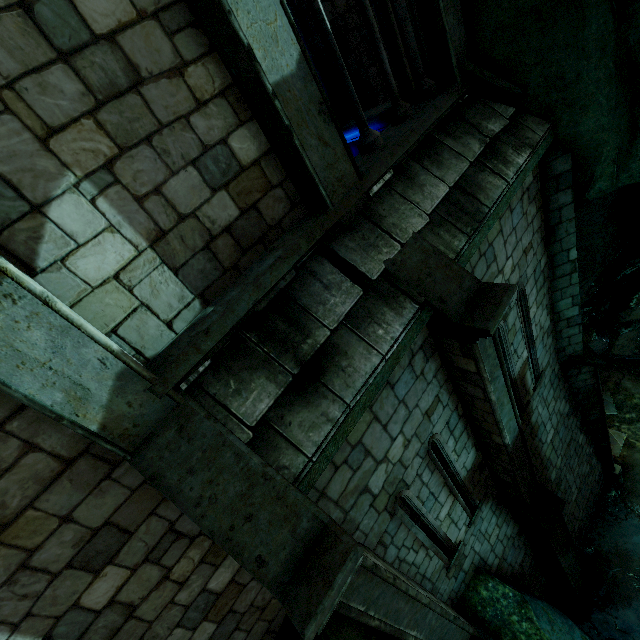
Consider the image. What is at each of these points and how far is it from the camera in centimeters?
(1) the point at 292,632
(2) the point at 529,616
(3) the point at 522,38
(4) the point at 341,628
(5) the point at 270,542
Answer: (1) rock, 467cm
(2) rock, 640cm
(3) rock, 448cm
(4) rock, 482cm
(5) building, 267cm

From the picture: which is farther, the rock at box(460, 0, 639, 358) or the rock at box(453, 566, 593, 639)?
the rock at box(453, 566, 593, 639)

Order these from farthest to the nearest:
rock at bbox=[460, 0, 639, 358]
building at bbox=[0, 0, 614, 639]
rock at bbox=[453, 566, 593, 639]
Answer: rock at bbox=[453, 566, 593, 639] → rock at bbox=[460, 0, 639, 358] → building at bbox=[0, 0, 614, 639]

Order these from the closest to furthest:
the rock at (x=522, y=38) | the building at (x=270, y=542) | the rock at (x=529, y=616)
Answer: the building at (x=270, y=542), the rock at (x=522, y=38), the rock at (x=529, y=616)

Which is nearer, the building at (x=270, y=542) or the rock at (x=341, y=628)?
the building at (x=270, y=542)

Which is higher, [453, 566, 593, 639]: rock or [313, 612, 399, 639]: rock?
[313, 612, 399, 639]: rock

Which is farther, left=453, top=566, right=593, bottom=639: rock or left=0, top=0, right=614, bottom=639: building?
left=453, top=566, right=593, bottom=639: rock
